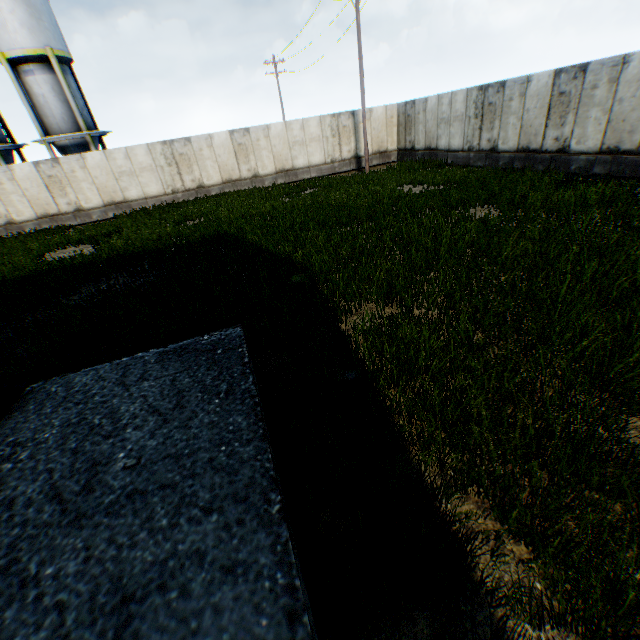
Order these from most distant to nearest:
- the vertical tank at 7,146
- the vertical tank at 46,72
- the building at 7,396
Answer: the vertical tank at 7,146 → the vertical tank at 46,72 → the building at 7,396

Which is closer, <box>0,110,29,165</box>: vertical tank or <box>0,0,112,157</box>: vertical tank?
<box>0,0,112,157</box>: vertical tank

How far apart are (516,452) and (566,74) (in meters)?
15.75

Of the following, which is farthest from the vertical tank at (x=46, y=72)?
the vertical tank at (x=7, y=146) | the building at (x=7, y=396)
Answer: the building at (x=7, y=396)

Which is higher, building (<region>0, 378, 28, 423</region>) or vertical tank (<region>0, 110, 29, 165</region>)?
vertical tank (<region>0, 110, 29, 165</region>)

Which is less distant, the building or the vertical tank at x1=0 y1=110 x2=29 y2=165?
the building

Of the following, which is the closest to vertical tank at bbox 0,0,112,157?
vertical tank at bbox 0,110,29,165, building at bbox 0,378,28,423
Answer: vertical tank at bbox 0,110,29,165
